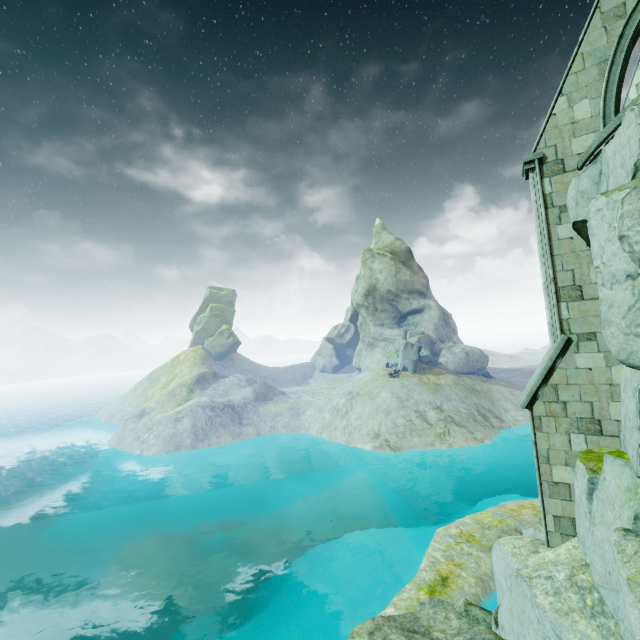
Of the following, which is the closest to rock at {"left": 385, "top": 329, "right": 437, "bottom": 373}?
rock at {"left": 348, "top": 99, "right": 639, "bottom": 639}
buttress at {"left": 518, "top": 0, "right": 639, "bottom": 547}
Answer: rock at {"left": 348, "top": 99, "right": 639, "bottom": 639}

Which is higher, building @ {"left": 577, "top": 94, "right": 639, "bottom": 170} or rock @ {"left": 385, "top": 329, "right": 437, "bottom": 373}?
building @ {"left": 577, "top": 94, "right": 639, "bottom": 170}

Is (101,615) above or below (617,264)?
below

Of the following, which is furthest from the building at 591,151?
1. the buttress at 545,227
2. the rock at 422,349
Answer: the rock at 422,349

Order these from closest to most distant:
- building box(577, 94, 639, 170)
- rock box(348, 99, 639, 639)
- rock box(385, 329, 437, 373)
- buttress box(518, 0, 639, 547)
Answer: rock box(348, 99, 639, 639), building box(577, 94, 639, 170), buttress box(518, 0, 639, 547), rock box(385, 329, 437, 373)

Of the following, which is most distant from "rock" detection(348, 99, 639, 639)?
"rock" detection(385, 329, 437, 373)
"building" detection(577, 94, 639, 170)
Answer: "rock" detection(385, 329, 437, 373)

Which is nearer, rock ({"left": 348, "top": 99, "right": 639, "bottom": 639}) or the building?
rock ({"left": 348, "top": 99, "right": 639, "bottom": 639})

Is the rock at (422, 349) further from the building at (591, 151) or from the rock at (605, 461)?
the building at (591, 151)
